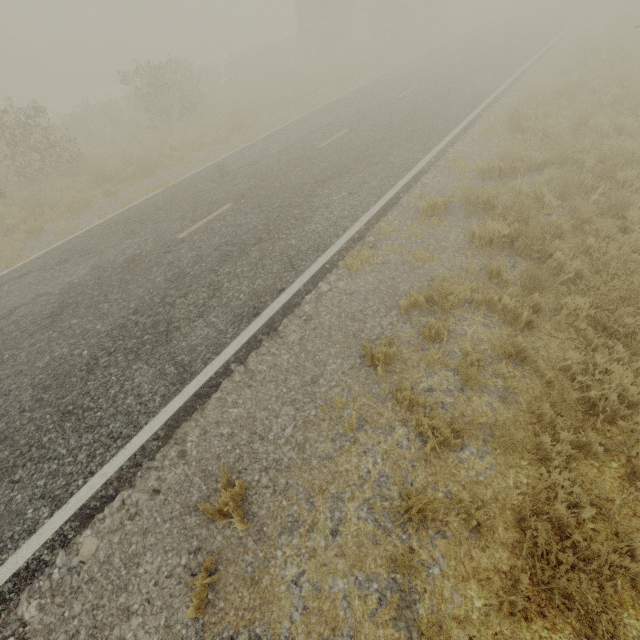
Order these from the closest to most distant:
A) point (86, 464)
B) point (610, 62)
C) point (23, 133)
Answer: point (86, 464) < point (610, 62) < point (23, 133)
